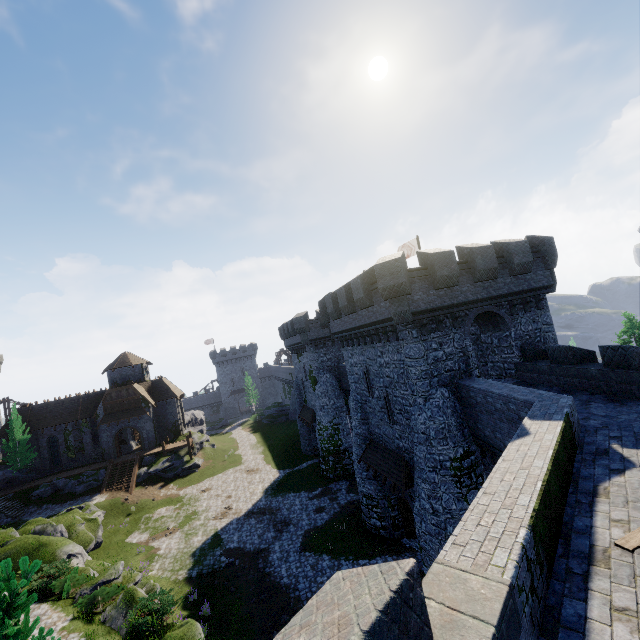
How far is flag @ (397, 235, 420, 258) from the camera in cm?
2819

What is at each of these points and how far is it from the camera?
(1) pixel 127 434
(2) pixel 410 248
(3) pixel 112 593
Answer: (1) building, 49.6 meters
(2) flag, 29.1 meters
(3) bush, 18.1 meters

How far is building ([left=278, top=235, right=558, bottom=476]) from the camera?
16.0m

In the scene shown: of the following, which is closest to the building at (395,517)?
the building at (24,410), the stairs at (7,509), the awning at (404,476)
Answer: the awning at (404,476)

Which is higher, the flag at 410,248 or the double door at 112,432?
the flag at 410,248

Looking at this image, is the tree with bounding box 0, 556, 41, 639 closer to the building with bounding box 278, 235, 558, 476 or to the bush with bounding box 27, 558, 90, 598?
the building with bounding box 278, 235, 558, 476

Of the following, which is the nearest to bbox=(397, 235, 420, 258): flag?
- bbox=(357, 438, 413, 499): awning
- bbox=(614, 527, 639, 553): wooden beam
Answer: bbox=(357, 438, 413, 499): awning

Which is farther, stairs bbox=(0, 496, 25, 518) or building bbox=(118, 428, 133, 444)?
building bbox=(118, 428, 133, 444)
